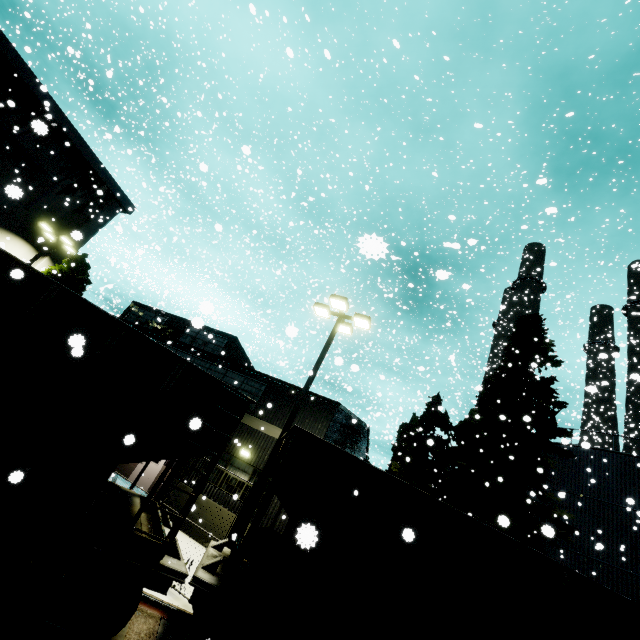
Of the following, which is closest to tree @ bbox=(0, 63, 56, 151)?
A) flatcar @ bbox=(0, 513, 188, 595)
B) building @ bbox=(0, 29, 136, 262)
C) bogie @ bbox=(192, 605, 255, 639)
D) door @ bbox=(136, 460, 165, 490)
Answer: building @ bbox=(0, 29, 136, 262)

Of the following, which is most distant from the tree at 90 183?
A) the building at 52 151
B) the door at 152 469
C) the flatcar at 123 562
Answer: the door at 152 469

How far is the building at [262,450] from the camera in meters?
15.2

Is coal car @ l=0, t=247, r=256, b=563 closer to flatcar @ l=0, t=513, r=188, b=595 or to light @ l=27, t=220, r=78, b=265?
flatcar @ l=0, t=513, r=188, b=595

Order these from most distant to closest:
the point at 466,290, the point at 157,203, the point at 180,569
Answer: the point at 466,290
the point at 157,203
the point at 180,569

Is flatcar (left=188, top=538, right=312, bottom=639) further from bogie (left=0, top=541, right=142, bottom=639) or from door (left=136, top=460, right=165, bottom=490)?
door (left=136, top=460, right=165, bottom=490)

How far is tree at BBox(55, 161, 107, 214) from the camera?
21.09m

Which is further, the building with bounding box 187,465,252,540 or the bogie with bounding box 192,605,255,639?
the building with bounding box 187,465,252,540
